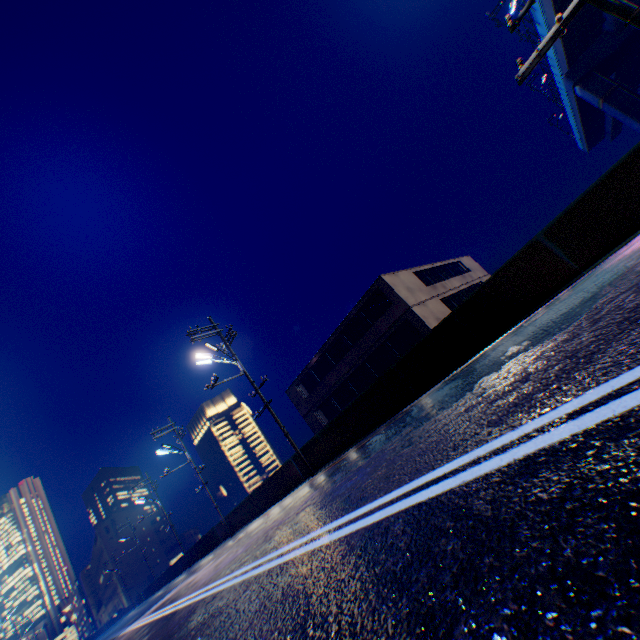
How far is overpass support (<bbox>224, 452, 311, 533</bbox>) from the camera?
15.9m

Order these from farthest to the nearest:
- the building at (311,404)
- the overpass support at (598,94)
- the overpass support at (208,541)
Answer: the overpass support at (598,94)
the overpass support at (208,541)
the building at (311,404)

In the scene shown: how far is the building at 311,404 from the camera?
22.11m

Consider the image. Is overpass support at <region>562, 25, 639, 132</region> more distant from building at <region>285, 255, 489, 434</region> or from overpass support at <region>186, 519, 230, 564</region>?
building at <region>285, 255, 489, 434</region>

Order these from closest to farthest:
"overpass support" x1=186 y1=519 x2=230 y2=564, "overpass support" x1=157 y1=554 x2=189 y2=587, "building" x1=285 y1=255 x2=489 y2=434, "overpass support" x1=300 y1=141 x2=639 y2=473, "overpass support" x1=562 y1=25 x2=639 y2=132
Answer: "overpass support" x1=300 y1=141 x2=639 y2=473 < "building" x1=285 y1=255 x2=489 y2=434 < "overpass support" x1=186 y1=519 x2=230 y2=564 < "overpass support" x1=562 y1=25 x2=639 y2=132 < "overpass support" x1=157 y1=554 x2=189 y2=587

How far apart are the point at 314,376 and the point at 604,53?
40.3 meters

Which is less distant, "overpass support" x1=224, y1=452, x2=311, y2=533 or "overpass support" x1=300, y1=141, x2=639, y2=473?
"overpass support" x1=300, y1=141, x2=639, y2=473

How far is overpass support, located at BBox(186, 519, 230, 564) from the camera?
23.8 meters
